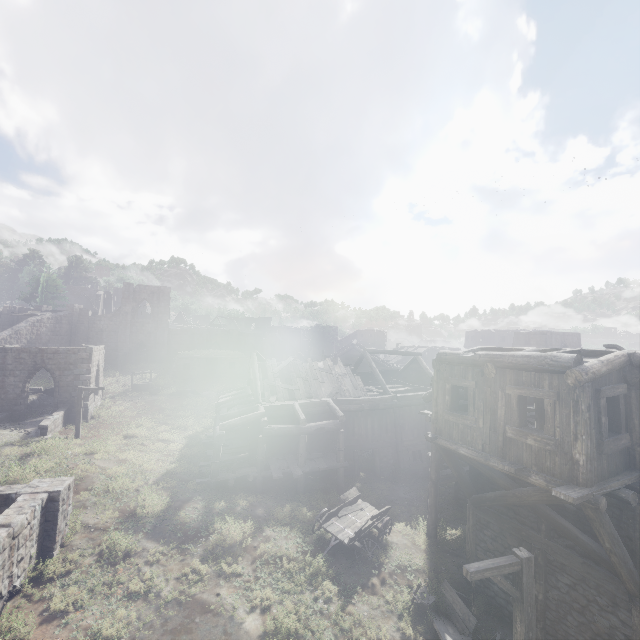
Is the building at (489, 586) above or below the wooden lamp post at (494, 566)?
below

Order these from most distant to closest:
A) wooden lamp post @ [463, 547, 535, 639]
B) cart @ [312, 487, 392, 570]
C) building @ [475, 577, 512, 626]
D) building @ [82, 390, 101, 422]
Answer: building @ [82, 390, 101, 422] < cart @ [312, 487, 392, 570] < building @ [475, 577, 512, 626] < wooden lamp post @ [463, 547, 535, 639]

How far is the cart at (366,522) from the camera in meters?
12.7

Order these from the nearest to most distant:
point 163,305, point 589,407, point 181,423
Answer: point 589,407, point 181,423, point 163,305

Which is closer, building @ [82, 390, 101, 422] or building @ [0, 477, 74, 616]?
building @ [0, 477, 74, 616]

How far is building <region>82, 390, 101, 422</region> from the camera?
24.67m

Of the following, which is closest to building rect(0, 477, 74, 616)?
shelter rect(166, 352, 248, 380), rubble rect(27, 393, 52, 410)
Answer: rubble rect(27, 393, 52, 410)

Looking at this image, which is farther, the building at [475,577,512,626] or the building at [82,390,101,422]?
the building at [82,390,101,422]
